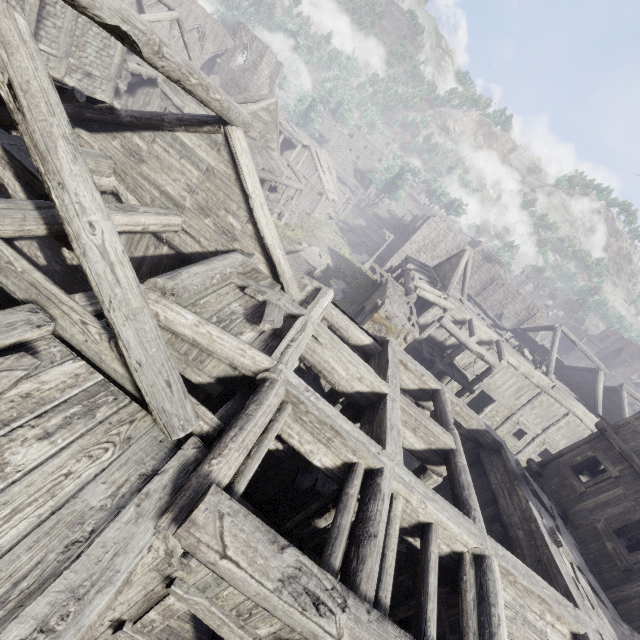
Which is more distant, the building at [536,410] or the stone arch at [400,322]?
the stone arch at [400,322]

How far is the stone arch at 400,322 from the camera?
14.19m

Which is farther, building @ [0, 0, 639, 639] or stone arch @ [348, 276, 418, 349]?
stone arch @ [348, 276, 418, 349]

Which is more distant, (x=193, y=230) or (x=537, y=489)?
(x=537, y=489)

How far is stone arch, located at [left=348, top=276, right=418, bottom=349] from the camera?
14.19m
